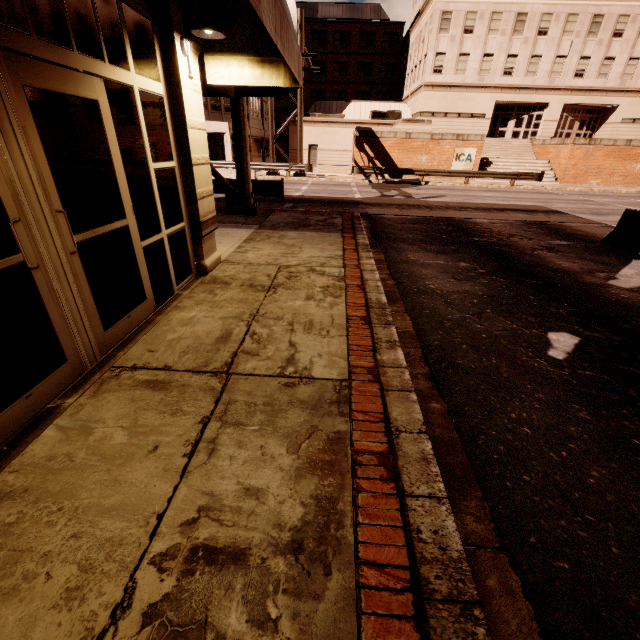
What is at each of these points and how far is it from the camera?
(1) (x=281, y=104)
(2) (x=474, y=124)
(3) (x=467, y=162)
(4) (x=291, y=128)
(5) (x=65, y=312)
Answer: (1) building, 50.88m
(2) building, 34.41m
(3) sign, 26.83m
(4) building, 35.50m
(5) building, 2.95m

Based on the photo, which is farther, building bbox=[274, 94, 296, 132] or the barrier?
building bbox=[274, 94, 296, 132]

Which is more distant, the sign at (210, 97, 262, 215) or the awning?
the sign at (210, 97, 262, 215)

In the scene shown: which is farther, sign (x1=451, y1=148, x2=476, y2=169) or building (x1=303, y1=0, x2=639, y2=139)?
building (x1=303, y1=0, x2=639, y2=139)

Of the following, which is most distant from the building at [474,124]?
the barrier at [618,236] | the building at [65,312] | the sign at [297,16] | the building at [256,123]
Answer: the building at [65,312]

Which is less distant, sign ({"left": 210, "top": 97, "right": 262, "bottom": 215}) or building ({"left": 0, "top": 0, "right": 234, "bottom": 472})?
building ({"left": 0, "top": 0, "right": 234, "bottom": 472})

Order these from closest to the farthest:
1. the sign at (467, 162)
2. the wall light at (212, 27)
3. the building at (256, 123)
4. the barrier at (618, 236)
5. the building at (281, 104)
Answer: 1. the wall light at (212, 27)
2. the barrier at (618, 236)
3. the sign at (467, 162)
4. the building at (256, 123)
5. the building at (281, 104)
